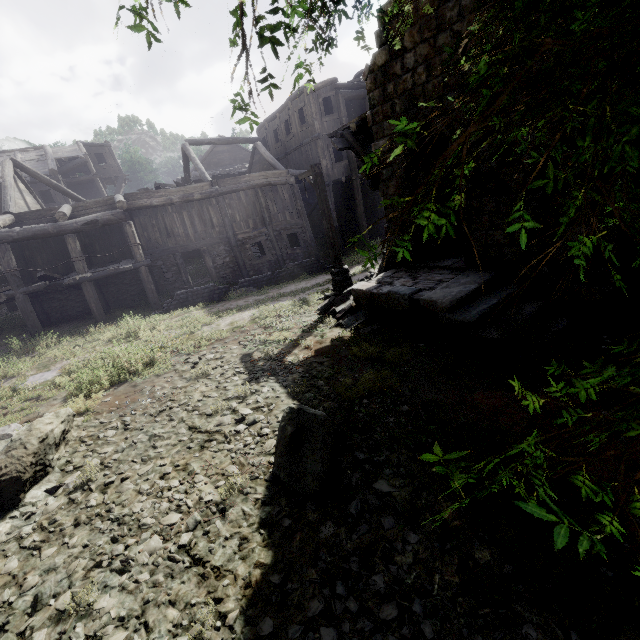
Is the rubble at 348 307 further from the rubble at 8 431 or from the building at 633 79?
the rubble at 8 431

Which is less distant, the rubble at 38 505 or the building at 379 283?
the rubble at 38 505

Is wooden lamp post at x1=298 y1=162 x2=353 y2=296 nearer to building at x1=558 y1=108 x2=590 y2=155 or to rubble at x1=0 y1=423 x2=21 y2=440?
building at x1=558 y1=108 x2=590 y2=155

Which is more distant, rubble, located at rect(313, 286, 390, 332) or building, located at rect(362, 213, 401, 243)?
building, located at rect(362, 213, 401, 243)

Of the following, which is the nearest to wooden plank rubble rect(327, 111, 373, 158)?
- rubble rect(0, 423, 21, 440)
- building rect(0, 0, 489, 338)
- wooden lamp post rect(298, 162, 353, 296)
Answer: building rect(0, 0, 489, 338)

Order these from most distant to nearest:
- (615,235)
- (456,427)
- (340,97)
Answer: (340,97)
(615,235)
(456,427)

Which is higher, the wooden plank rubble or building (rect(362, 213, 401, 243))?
the wooden plank rubble

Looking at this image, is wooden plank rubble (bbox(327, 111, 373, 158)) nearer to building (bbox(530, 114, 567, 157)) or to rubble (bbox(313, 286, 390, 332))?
building (bbox(530, 114, 567, 157))
